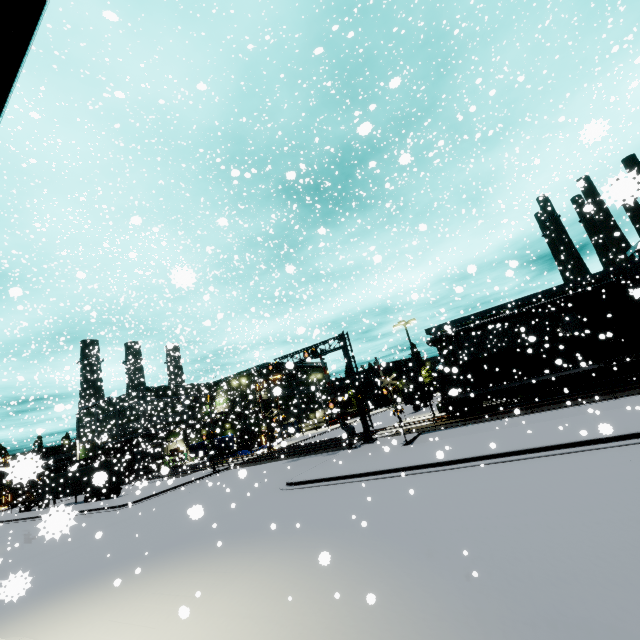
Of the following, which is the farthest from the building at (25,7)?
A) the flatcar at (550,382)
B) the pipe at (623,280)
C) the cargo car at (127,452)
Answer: the flatcar at (550,382)

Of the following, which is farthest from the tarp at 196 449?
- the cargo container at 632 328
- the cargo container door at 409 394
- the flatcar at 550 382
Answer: the flatcar at 550 382

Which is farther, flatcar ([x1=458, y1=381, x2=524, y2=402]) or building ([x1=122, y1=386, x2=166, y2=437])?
building ([x1=122, y1=386, x2=166, y2=437])

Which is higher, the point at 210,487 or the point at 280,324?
the point at 280,324

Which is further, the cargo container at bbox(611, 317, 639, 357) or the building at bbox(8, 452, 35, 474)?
the cargo container at bbox(611, 317, 639, 357)

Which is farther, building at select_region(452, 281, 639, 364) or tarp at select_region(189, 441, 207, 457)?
building at select_region(452, 281, 639, 364)

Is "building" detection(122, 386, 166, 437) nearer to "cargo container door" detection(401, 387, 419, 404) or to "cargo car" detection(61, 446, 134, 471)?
"cargo car" detection(61, 446, 134, 471)

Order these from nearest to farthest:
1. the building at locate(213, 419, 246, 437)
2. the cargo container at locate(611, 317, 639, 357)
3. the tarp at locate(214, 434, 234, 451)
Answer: the cargo container at locate(611, 317, 639, 357), the building at locate(213, 419, 246, 437), the tarp at locate(214, 434, 234, 451)
